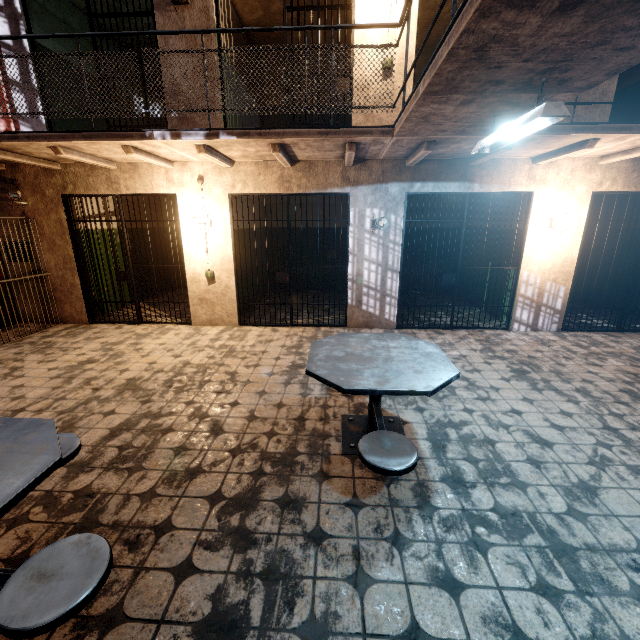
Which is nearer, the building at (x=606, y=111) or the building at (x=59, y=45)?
the building at (x=606, y=111)

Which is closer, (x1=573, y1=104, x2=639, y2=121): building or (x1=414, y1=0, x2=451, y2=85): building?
(x1=573, y1=104, x2=639, y2=121): building

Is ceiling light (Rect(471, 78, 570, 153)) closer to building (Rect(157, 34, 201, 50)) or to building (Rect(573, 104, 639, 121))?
building (Rect(157, 34, 201, 50))

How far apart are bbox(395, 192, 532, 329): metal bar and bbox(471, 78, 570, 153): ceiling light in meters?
2.1 m

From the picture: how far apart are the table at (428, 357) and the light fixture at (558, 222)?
3.9 meters

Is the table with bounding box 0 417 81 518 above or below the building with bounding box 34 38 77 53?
below

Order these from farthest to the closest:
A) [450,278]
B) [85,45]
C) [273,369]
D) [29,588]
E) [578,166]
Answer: [85,45], [450,278], [578,166], [273,369], [29,588]

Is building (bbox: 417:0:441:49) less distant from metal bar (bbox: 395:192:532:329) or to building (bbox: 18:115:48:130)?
building (bbox: 18:115:48:130)
